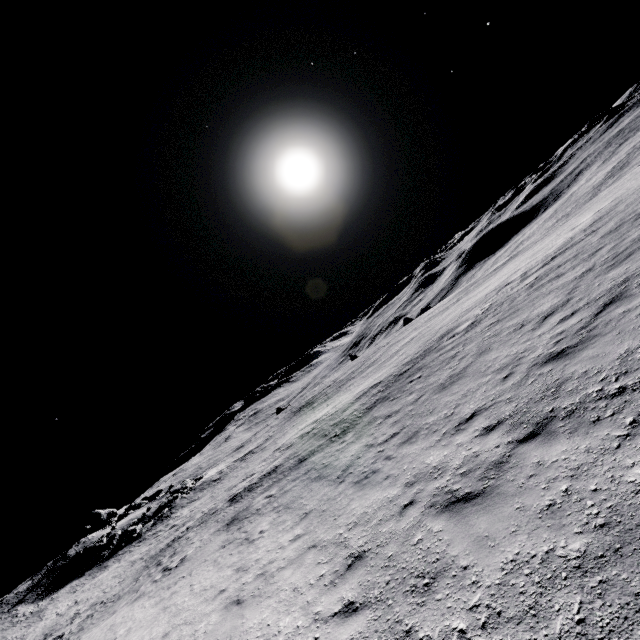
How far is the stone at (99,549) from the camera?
31.27m

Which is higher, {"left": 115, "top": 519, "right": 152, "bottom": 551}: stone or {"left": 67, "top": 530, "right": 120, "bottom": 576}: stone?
{"left": 67, "top": 530, "right": 120, "bottom": 576}: stone

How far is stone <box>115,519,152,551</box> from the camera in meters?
31.7 m

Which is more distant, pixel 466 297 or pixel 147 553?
pixel 466 297

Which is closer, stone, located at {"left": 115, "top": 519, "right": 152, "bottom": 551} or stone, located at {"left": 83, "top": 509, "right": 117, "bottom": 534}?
stone, located at {"left": 115, "top": 519, "right": 152, "bottom": 551}

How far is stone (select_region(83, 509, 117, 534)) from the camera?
42.0m

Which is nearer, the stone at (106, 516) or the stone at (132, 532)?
the stone at (132, 532)
